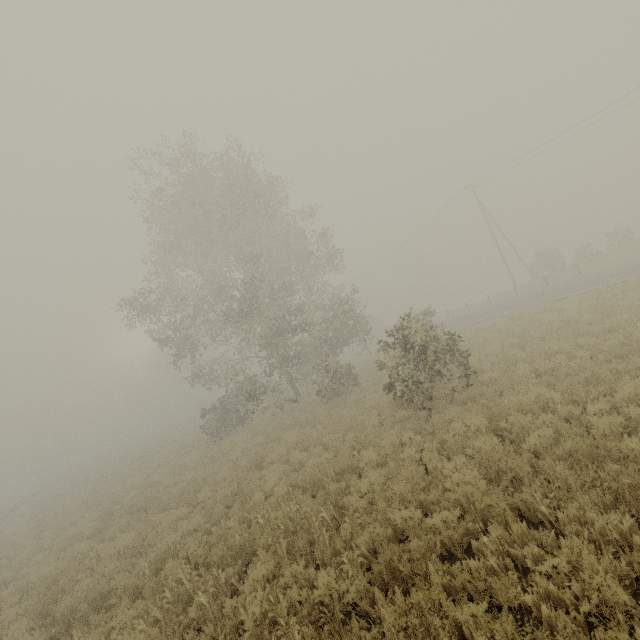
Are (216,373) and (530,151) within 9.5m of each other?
no
